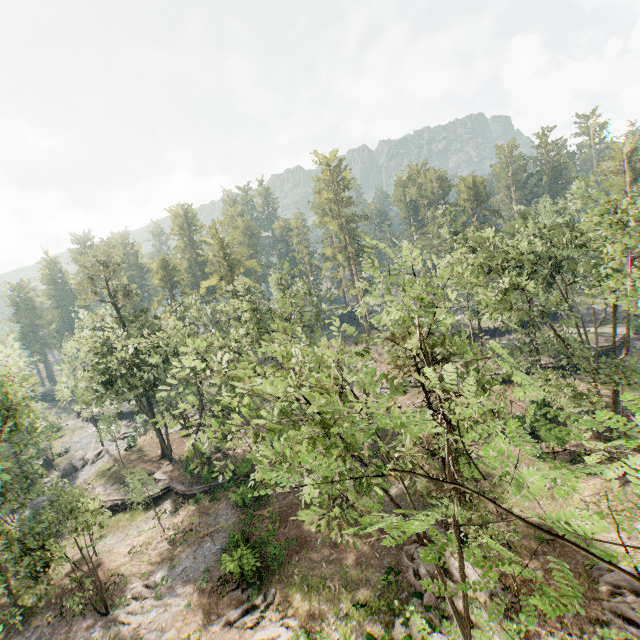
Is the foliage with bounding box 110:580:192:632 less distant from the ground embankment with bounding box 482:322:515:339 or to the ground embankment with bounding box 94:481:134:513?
the ground embankment with bounding box 94:481:134:513

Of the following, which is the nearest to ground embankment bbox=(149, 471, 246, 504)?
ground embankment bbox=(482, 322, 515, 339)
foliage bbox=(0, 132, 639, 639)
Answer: foliage bbox=(0, 132, 639, 639)

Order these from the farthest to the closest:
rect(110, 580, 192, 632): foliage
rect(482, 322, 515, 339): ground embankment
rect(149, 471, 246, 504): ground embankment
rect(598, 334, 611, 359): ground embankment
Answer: rect(482, 322, 515, 339): ground embankment, rect(598, 334, 611, 359): ground embankment, rect(149, 471, 246, 504): ground embankment, rect(110, 580, 192, 632): foliage

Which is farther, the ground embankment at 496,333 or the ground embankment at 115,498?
the ground embankment at 496,333

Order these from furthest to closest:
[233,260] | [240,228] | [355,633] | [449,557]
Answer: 1. [240,228]
2. [233,260]
3. [449,557]
4. [355,633]

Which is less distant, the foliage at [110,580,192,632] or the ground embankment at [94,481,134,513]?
the foliage at [110,580,192,632]

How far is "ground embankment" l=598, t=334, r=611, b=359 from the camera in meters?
40.2

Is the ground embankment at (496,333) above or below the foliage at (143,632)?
above
